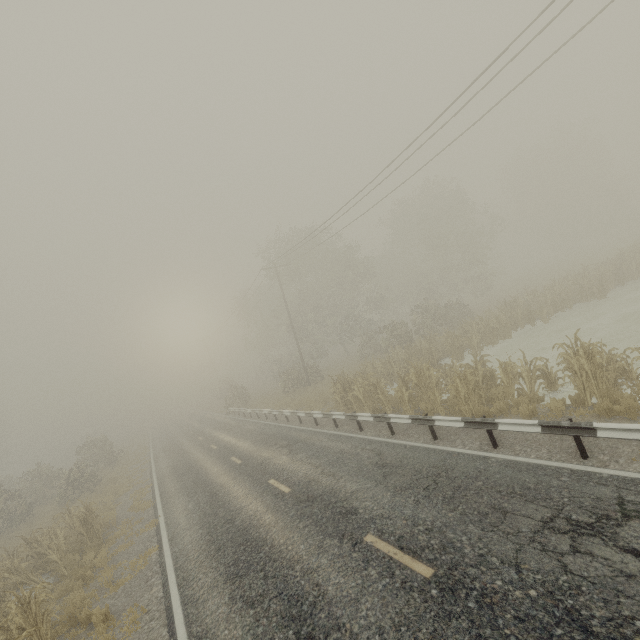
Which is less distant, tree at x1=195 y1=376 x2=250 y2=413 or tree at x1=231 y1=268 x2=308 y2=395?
tree at x1=231 y1=268 x2=308 y2=395

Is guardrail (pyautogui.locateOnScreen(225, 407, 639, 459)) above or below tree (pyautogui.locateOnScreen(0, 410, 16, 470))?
below

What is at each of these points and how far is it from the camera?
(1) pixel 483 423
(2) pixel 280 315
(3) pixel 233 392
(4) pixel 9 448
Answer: (1) guardrail, 8.2 meters
(2) tree, 41.1 meters
(3) tree, 34.7 meters
(4) tree, 54.1 meters

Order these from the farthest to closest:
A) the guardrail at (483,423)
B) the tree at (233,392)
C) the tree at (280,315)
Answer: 1. the tree at (233,392)
2. the tree at (280,315)
3. the guardrail at (483,423)

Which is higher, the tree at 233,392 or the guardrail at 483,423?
the tree at 233,392

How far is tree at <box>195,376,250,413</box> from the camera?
33.8 meters

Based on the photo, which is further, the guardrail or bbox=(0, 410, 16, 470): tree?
bbox=(0, 410, 16, 470): tree
